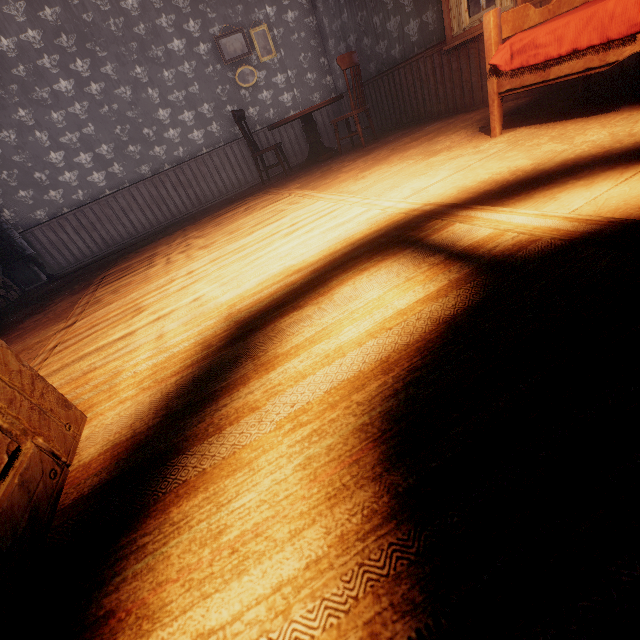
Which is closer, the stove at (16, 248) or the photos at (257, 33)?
the stove at (16, 248)

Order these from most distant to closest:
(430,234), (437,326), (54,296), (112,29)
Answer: (112,29)
(54,296)
(430,234)
(437,326)

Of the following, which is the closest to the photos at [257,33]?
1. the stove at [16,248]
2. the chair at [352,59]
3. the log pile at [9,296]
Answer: the chair at [352,59]

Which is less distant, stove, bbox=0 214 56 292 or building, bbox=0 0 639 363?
building, bbox=0 0 639 363

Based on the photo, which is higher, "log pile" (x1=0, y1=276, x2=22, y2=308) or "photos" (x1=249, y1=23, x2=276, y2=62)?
"photos" (x1=249, y1=23, x2=276, y2=62)

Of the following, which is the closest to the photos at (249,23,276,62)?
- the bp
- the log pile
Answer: the log pile

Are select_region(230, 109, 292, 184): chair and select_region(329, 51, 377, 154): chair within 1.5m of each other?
yes

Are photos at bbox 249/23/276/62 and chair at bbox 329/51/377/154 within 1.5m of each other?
no
